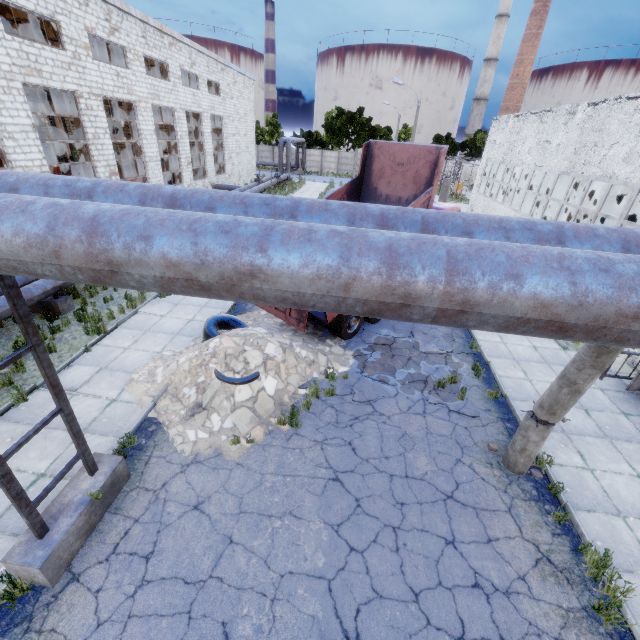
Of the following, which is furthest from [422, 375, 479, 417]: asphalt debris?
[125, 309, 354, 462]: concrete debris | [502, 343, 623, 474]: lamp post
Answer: [502, 343, 623, 474]: lamp post

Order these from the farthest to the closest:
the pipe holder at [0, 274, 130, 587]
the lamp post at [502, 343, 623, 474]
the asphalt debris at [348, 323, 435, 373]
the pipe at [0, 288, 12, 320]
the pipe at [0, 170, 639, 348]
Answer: the asphalt debris at [348, 323, 435, 373]
the pipe at [0, 288, 12, 320]
the lamp post at [502, 343, 623, 474]
the pipe holder at [0, 274, 130, 587]
the pipe at [0, 170, 639, 348]

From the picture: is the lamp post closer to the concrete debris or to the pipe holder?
the concrete debris

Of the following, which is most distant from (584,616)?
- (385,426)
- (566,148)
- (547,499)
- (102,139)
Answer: (102,139)

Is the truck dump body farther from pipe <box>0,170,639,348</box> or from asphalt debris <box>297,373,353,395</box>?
pipe <box>0,170,639,348</box>

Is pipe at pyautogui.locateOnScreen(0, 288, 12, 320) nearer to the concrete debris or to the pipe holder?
the pipe holder

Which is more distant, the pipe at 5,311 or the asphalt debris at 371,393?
the pipe at 5,311

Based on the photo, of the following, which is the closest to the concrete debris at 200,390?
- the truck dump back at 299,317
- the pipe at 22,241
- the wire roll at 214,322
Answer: the wire roll at 214,322
